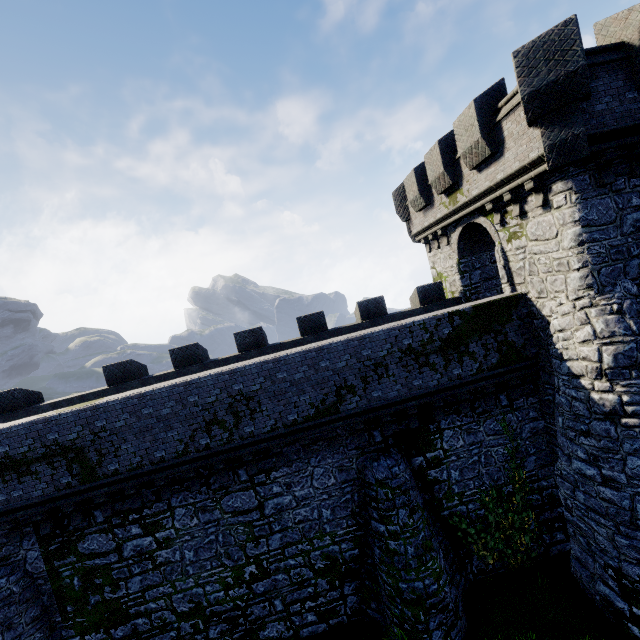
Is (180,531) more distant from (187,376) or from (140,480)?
(187,376)
